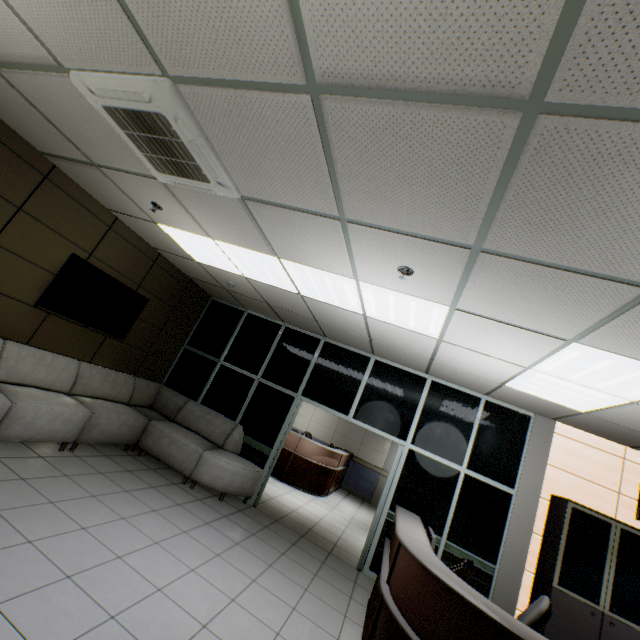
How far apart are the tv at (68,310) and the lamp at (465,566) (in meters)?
5.45

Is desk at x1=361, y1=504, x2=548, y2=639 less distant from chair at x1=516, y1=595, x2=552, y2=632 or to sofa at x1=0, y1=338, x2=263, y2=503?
chair at x1=516, y1=595, x2=552, y2=632

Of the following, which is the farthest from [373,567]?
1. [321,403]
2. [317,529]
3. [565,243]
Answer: [565,243]

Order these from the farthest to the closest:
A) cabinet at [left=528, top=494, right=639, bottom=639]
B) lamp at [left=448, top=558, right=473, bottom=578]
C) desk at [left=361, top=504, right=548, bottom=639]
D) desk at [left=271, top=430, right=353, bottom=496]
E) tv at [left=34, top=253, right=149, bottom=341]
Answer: desk at [left=271, top=430, right=353, bottom=496] < tv at [left=34, top=253, right=149, bottom=341] < cabinet at [left=528, top=494, right=639, bottom=639] < lamp at [left=448, top=558, right=473, bottom=578] < desk at [left=361, top=504, right=548, bottom=639]

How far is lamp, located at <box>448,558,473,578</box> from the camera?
2.8m

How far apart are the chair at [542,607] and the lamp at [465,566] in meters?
0.6 m

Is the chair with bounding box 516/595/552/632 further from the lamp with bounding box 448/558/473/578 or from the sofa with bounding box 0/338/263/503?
the sofa with bounding box 0/338/263/503

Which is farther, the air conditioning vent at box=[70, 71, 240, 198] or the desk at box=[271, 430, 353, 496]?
the desk at box=[271, 430, 353, 496]
